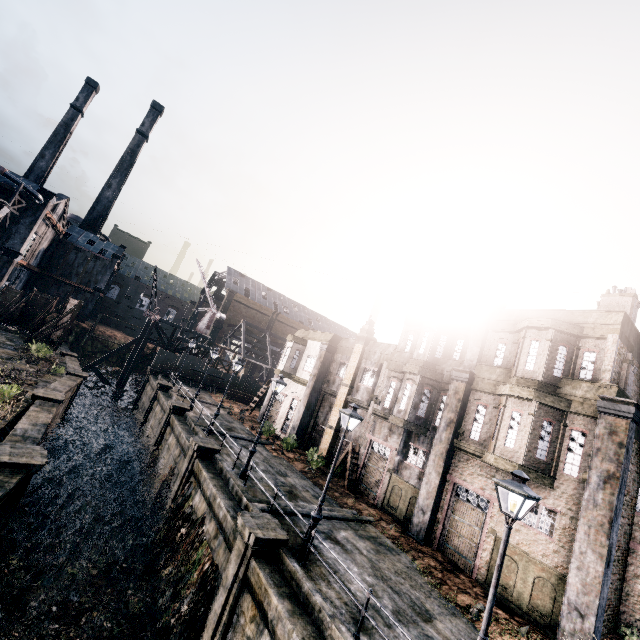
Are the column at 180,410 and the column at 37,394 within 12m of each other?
yes

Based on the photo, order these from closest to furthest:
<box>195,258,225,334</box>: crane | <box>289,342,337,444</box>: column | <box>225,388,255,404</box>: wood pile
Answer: <box>289,342,337,444</box>: column
<box>225,388,255,404</box>: wood pile
<box>195,258,225,334</box>: crane

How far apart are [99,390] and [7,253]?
20.2m

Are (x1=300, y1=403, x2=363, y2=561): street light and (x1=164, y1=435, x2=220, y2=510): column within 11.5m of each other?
yes

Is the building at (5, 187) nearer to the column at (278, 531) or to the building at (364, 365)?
the column at (278, 531)

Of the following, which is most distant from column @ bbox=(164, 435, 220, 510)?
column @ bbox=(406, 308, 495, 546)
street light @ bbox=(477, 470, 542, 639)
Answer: street light @ bbox=(477, 470, 542, 639)

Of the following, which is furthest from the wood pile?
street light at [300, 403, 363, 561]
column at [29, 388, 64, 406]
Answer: street light at [300, 403, 363, 561]

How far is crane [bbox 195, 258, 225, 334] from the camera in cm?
5181
